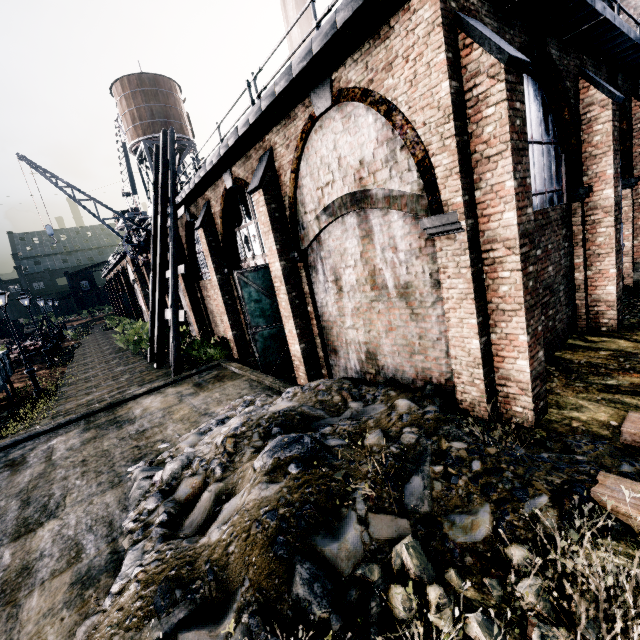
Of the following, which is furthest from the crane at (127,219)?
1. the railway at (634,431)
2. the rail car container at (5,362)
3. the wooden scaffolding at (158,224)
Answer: the railway at (634,431)

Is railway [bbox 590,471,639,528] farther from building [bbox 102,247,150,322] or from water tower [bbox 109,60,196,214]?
water tower [bbox 109,60,196,214]

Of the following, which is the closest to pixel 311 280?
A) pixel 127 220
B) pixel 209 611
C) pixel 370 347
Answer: pixel 370 347

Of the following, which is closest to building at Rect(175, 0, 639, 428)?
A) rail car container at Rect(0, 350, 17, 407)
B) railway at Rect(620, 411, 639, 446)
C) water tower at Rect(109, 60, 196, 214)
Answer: railway at Rect(620, 411, 639, 446)

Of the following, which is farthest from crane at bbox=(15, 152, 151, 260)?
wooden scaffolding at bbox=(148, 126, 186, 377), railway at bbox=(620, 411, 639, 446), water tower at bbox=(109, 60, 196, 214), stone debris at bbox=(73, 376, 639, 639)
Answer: railway at bbox=(620, 411, 639, 446)

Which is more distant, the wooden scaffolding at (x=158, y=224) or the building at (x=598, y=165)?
the wooden scaffolding at (x=158, y=224)

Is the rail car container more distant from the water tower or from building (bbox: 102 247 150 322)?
the water tower

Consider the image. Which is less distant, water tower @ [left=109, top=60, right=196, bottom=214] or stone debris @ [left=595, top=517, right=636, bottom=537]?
stone debris @ [left=595, top=517, right=636, bottom=537]
